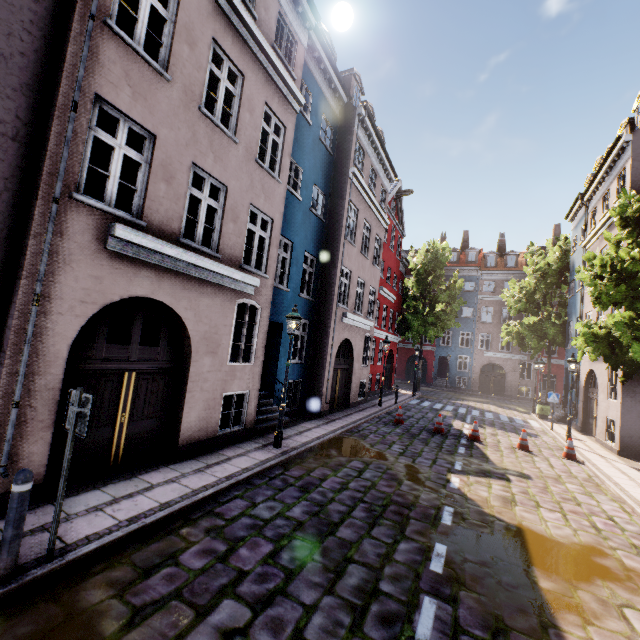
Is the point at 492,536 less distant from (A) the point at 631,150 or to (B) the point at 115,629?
(B) the point at 115,629

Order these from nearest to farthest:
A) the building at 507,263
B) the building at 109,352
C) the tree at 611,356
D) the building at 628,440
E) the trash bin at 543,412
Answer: the building at 109,352
the tree at 611,356
the building at 628,440
the trash bin at 543,412
the building at 507,263

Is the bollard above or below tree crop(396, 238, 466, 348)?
below

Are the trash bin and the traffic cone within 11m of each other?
yes

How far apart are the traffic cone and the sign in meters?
14.4

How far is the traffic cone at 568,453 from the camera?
11.45m

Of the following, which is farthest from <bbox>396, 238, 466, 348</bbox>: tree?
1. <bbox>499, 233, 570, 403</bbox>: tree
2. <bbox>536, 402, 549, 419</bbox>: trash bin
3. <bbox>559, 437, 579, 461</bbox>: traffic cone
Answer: <bbox>559, 437, 579, 461</bbox>: traffic cone

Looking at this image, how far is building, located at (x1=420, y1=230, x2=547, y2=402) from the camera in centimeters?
3384cm
